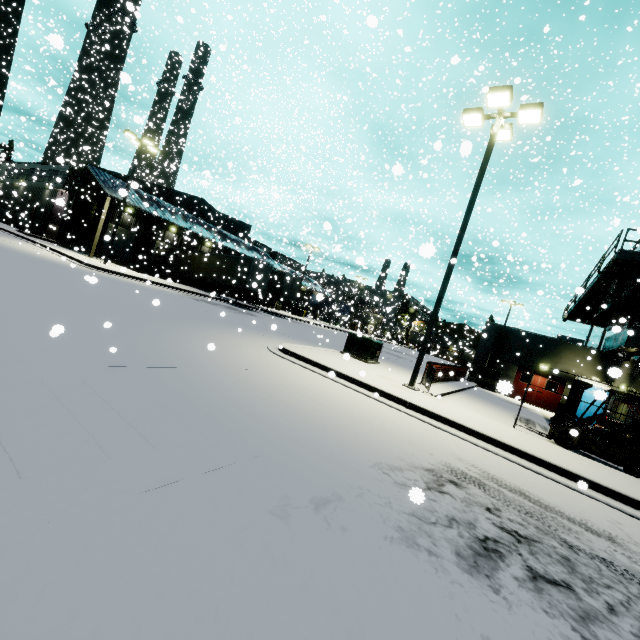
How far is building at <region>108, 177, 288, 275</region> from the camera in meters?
30.0 m

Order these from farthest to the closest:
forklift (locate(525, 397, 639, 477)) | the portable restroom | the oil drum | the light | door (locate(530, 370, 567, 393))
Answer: door (locate(530, 370, 567, 393)), the oil drum, the light, forklift (locate(525, 397, 639, 477)), the portable restroom

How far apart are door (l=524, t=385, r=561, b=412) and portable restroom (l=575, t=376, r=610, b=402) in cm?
77

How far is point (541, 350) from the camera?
23.3m

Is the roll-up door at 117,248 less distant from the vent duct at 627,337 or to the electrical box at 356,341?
the electrical box at 356,341

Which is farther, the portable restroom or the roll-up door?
the roll-up door

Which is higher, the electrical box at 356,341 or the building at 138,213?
the building at 138,213

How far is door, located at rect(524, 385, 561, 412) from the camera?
22.5 meters
